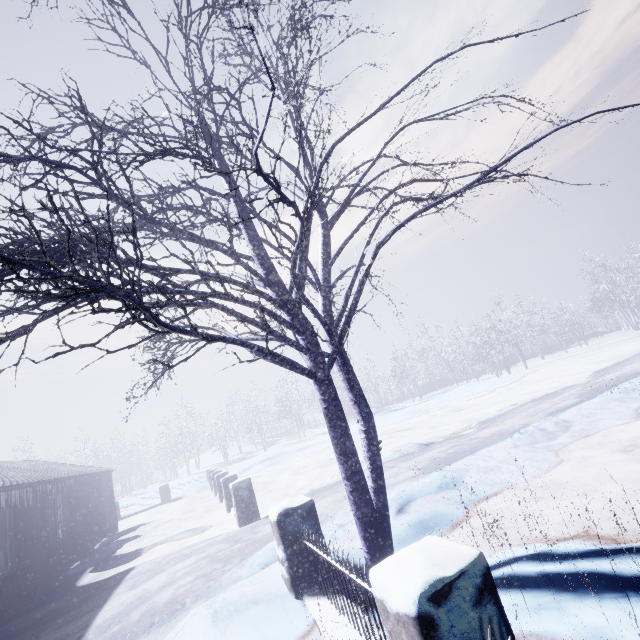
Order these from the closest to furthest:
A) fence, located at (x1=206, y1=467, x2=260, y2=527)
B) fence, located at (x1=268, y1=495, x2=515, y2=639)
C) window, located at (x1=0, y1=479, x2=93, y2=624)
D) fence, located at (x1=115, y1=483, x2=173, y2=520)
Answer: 1. fence, located at (x1=268, y1=495, x2=515, y2=639)
2. window, located at (x1=0, y1=479, x2=93, y2=624)
3. fence, located at (x1=206, y1=467, x2=260, y2=527)
4. fence, located at (x1=115, y1=483, x2=173, y2=520)

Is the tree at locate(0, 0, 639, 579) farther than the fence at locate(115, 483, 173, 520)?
No

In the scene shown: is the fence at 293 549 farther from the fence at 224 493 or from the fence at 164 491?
the fence at 164 491

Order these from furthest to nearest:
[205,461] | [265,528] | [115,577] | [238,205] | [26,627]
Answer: [205,461] < [115,577] < [265,528] < [26,627] < [238,205]

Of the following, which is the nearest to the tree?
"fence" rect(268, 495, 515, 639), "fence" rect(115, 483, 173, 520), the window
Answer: "fence" rect(268, 495, 515, 639)

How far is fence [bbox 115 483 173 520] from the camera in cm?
1612

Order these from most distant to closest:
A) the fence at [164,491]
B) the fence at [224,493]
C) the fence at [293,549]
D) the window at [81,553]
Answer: the fence at [164,491], the fence at [224,493], the window at [81,553], the fence at [293,549]

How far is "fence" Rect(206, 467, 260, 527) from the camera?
7.2m
